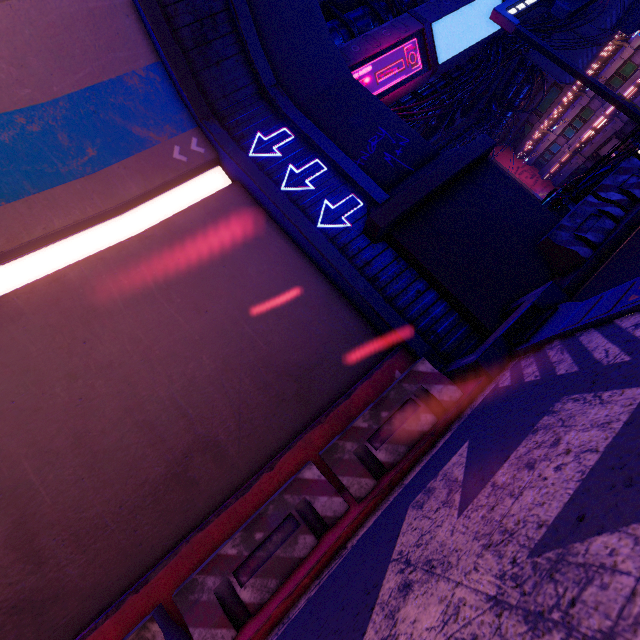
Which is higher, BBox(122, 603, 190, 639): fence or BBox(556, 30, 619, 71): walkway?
BBox(556, 30, 619, 71): walkway

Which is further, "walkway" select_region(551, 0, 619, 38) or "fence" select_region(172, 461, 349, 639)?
"walkway" select_region(551, 0, 619, 38)

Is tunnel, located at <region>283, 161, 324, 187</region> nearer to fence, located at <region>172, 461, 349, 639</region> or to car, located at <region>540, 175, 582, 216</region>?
fence, located at <region>172, 461, 349, 639</region>

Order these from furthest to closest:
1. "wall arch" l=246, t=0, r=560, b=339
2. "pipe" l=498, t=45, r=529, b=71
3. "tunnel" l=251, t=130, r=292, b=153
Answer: "pipe" l=498, t=45, r=529, b=71
"tunnel" l=251, t=130, r=292, b=153
"wall arch" l=246, t=0, r=560, b=339

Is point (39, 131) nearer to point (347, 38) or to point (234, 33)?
point (234, 33)

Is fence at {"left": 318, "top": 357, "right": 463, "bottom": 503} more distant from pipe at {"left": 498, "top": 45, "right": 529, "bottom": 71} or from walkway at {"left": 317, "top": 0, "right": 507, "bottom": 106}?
pipe at {"left": 498, "top": 45, "right": 529, "bottom": 71}

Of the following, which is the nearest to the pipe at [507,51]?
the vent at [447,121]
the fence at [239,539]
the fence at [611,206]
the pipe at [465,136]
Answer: the vent at [447,121]

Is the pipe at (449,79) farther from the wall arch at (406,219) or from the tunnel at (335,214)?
the tunnel at (335,214)
